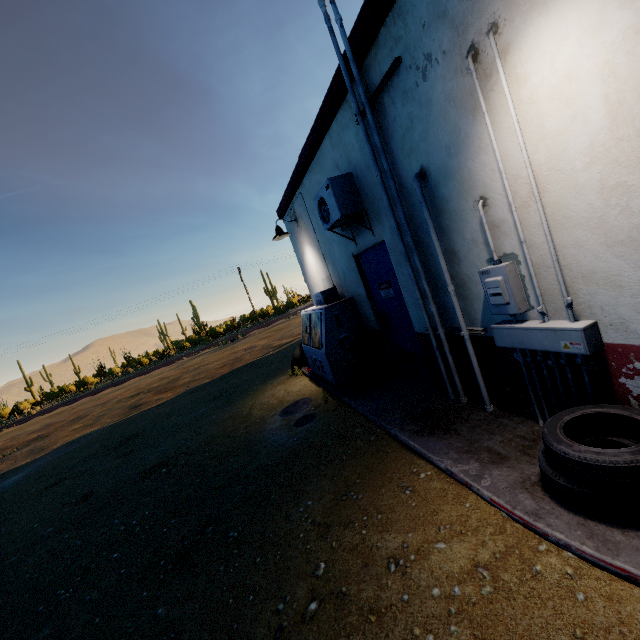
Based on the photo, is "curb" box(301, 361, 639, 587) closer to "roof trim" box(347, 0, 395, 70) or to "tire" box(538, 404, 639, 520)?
"tire" box(538, 404, 639, 520)

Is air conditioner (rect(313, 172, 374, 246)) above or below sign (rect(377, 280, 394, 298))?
above

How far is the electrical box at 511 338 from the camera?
2.2m

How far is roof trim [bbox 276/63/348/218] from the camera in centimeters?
395cm

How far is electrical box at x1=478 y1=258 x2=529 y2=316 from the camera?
2.6m

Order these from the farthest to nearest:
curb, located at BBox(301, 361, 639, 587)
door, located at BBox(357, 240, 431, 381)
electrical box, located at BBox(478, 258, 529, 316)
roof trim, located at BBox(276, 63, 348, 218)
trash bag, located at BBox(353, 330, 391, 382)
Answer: trash bag, located at BBox(353, 330, 391, 382)
door, located at BBox(357, 240, 431, 381)
roof trim, located at BBox(276, 63, 348, 218)
electrical box, located at BBox(478, 258, 529, 316)
curb, located at BBox(301, 361, 639, 587)

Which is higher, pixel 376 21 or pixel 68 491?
pixel 376 21

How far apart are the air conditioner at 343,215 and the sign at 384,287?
0.8m
